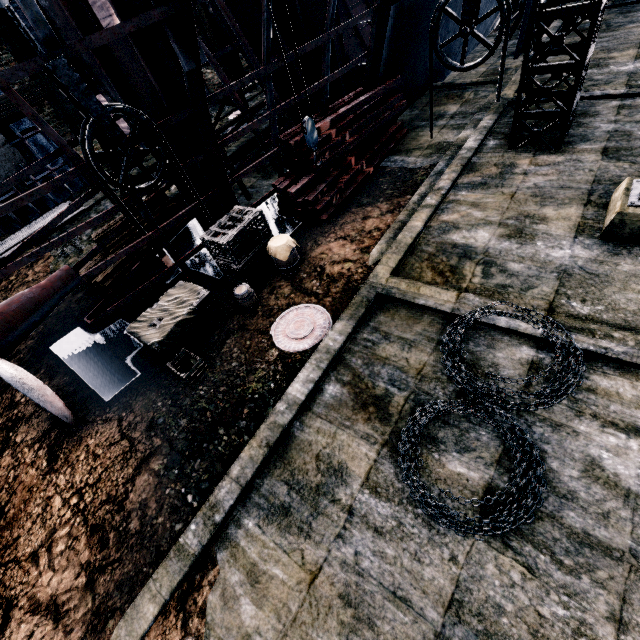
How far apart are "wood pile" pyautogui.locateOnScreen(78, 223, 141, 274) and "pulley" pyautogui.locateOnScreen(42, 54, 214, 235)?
5.3 meters

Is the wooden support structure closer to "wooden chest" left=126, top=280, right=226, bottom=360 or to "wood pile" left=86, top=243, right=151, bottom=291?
"wood pile" left=86, top=243, right=151, bottom=291

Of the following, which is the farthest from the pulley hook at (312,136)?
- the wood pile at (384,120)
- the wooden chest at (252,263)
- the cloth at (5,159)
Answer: the cloth at (5,159)

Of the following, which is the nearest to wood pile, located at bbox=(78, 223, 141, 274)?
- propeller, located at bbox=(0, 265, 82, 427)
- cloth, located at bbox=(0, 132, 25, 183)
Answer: propeller, located at bbox=(0, 265, 82, 427)

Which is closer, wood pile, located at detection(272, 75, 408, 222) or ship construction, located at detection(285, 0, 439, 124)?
ship construction, located at detection(285, 0, 439, 124)

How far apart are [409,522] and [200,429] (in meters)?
4.84

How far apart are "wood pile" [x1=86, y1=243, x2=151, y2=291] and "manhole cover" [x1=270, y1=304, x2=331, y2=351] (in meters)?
7.29

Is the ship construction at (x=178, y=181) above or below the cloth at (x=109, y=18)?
below
